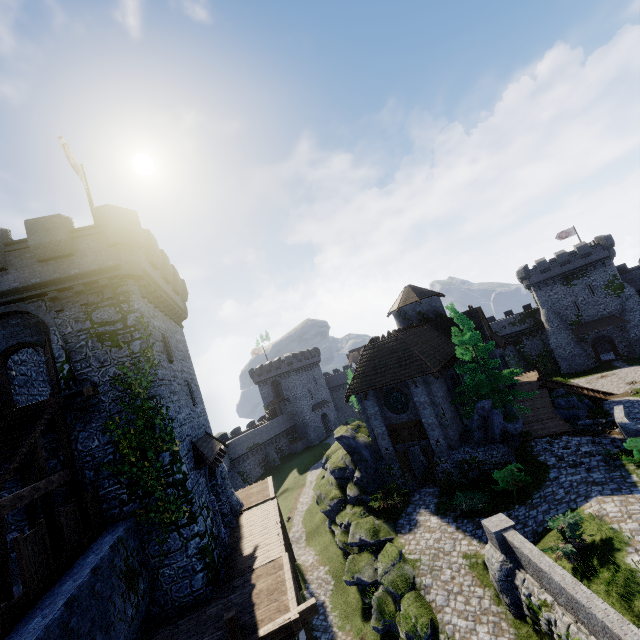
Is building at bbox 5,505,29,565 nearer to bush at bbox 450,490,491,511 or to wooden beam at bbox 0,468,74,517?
wooden beam at bbox 0,468,74,517

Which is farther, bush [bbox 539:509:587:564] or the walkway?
bush [bbox 539:509:587:564]

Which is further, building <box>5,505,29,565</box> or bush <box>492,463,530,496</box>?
bush <box>492,463,530,496</box>

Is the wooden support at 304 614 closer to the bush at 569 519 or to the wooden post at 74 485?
the wooden post at 74 485

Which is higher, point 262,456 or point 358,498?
point 358,498

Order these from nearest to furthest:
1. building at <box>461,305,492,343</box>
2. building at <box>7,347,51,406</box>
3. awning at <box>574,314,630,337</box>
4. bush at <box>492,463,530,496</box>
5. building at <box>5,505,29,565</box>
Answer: building at <box>5,505,29,565</box>
building at <box>7,347,51,406</box>
bush at <box>492,463,530,496</box>
building at <box>461,305,492,343</box>
awning at <box>574,314,630,337</box>

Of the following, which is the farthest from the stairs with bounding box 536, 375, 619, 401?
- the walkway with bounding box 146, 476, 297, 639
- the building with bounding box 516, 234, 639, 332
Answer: the walkway with bounding box 146, 476, 297, 639

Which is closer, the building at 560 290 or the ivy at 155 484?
the ivy at 155 484
